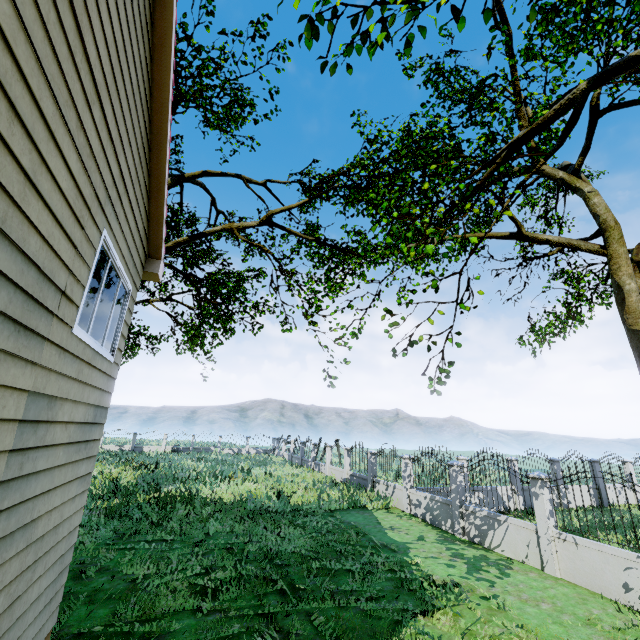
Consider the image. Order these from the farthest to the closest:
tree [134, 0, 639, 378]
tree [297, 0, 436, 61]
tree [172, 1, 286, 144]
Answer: tree [172, 1, 286, 144], tree [134, 0, 639, 378], tree [297, 0, 436, 61]

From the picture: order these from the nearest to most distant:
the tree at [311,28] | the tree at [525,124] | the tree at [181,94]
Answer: the tree at [311,28] → the tree at [525,124] → the tree at [181,94]

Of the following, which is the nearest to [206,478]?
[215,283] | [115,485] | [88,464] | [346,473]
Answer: [115,485]

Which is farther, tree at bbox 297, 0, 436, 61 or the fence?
the fence

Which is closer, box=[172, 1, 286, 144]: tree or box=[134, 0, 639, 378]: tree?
box=[134, 0, 639, 378]: tree

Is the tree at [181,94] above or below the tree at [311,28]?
above
